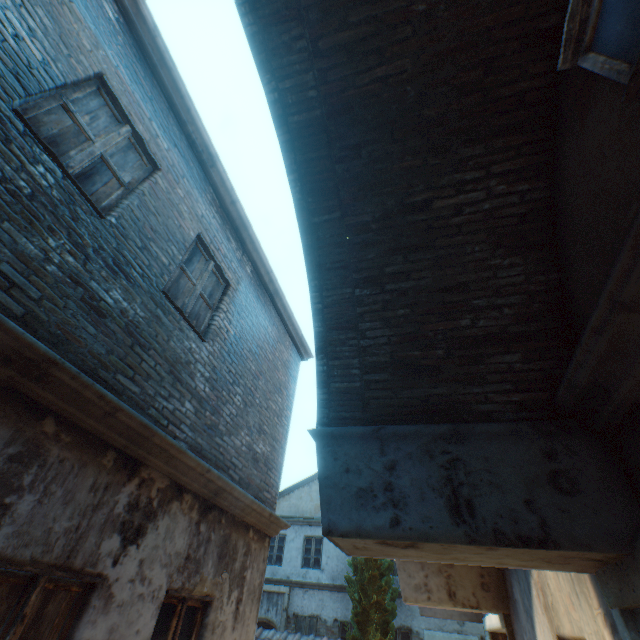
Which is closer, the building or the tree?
the building

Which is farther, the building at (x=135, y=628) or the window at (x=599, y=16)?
the building at (x=135, y=628)

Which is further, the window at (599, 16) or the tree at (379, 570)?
the tree at (379, 570)

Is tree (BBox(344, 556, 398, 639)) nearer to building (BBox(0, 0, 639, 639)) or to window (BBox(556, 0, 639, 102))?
building (BBox(0, 0, 639, 639))

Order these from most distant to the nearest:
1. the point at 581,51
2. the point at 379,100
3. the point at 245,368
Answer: the point at 245,368 < the point at 379,100 < the point at 581,51

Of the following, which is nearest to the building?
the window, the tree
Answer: the tree
